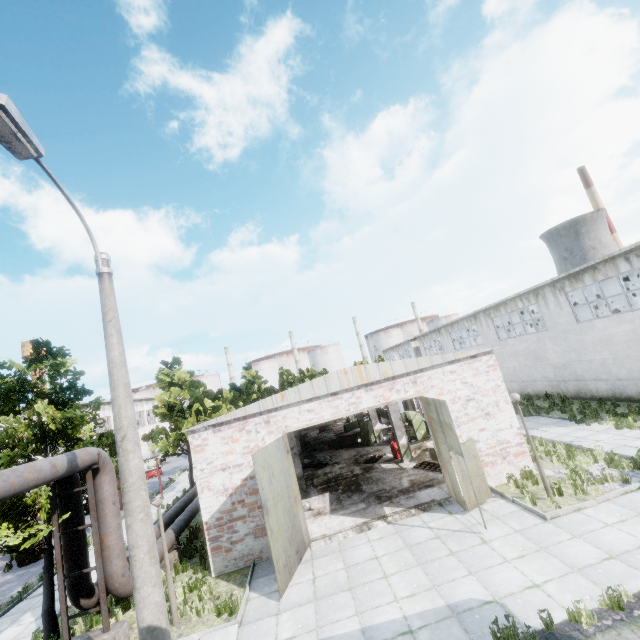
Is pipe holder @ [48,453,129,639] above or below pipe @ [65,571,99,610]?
below

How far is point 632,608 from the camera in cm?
604

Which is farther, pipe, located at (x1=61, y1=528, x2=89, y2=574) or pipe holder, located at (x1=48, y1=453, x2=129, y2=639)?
pipe, located at (x1=61, y1=528, x2=89, y2=574)

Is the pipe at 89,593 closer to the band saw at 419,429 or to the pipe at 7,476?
the pipe at 7,476

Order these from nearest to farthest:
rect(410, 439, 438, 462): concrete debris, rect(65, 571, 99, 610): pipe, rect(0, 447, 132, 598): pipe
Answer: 1. rect(0, 447, 132, 598): pipe
2. rect(65, 571, 99, 610): pipe
3. rect(410, 439, 438, 462): concrete debris

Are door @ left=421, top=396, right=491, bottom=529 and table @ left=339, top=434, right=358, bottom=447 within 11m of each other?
no

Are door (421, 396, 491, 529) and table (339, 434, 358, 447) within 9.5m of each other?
no

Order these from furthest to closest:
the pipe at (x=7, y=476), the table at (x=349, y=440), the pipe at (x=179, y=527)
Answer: the table at (x=349, y=440) → the pipe at (x=179, y=527) → the pipe at (x=7, y=476)
